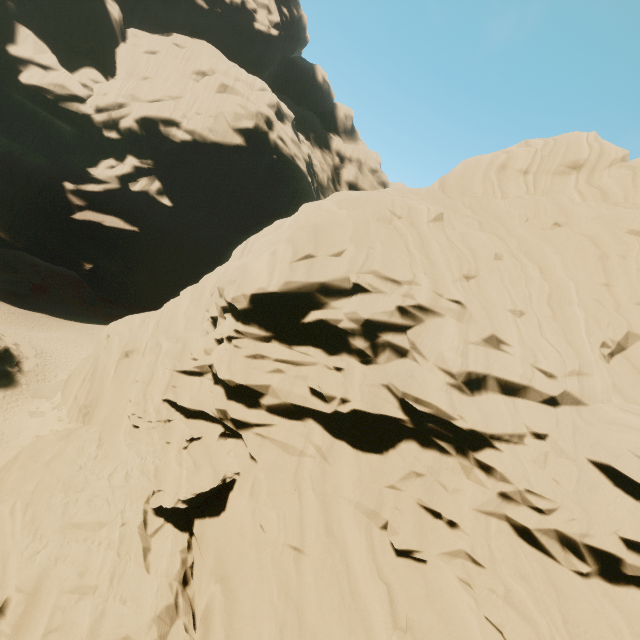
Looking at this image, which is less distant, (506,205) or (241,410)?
(241,410)

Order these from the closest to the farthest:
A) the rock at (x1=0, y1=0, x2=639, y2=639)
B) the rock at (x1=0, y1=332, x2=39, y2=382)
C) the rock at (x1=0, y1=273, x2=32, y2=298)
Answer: the rock at (x1=0, y1=0, x2=639, y2=639)
the rock at (x1=0, y1=332, x2=39, y2=382)
the rock at (x1=0, y1=273, x2=32, y2=298)

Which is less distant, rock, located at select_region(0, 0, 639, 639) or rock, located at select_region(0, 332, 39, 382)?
rock, located at select_region(0, 0, 639, 639)

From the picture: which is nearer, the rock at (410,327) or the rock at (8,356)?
the rock at (410,327)

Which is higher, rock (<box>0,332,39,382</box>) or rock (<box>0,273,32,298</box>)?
rock (<box>0,332,39,382</box>)
